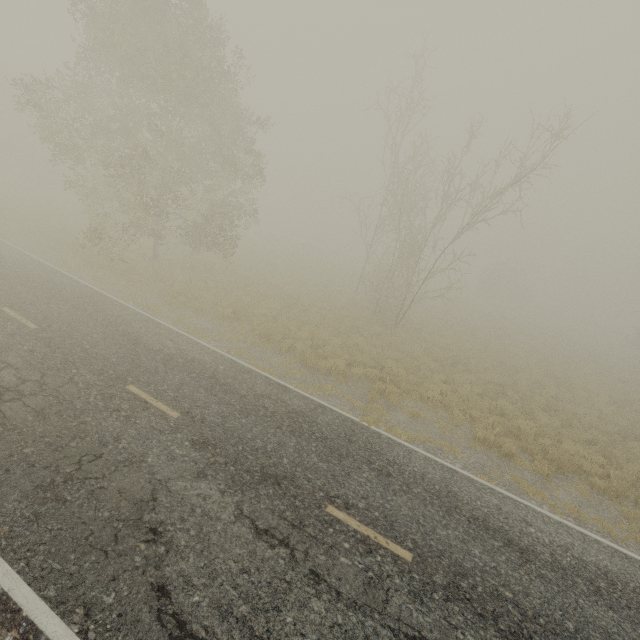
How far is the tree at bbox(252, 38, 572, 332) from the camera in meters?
15.6 m

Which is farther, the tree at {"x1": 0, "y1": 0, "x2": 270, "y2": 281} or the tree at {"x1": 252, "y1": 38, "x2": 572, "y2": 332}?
the tree at {"x1": 252, "y1": 38, "x2": 572, "y2": 332}

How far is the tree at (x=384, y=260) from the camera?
15.6 meters

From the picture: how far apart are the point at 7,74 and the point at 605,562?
84.7 meters

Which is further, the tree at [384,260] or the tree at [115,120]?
the tree at [384,260]
